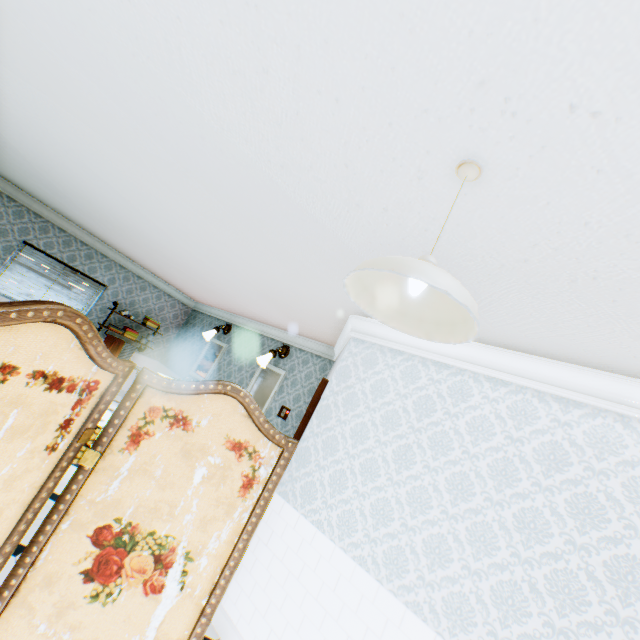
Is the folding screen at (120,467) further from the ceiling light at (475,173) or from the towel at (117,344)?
the towel at (117,344)

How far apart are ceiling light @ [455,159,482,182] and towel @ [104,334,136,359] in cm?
878

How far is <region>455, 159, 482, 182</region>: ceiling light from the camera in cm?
125

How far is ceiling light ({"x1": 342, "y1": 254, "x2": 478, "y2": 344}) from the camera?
0.9 meters

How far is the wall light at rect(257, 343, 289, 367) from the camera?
6.2 meters

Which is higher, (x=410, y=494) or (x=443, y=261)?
(x=443, y=261)

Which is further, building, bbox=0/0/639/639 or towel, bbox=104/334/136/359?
towel, bbox=104/334/136/359

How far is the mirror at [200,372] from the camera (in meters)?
7.62
